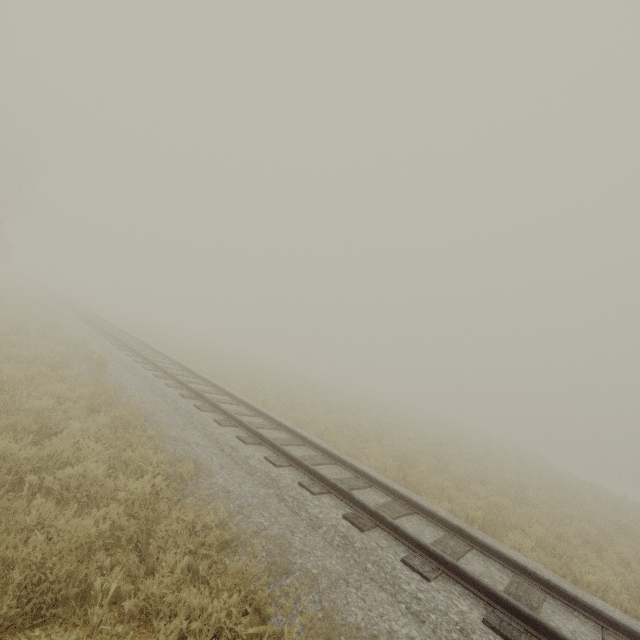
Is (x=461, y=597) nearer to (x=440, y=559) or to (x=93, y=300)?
(x=440, y=559)
